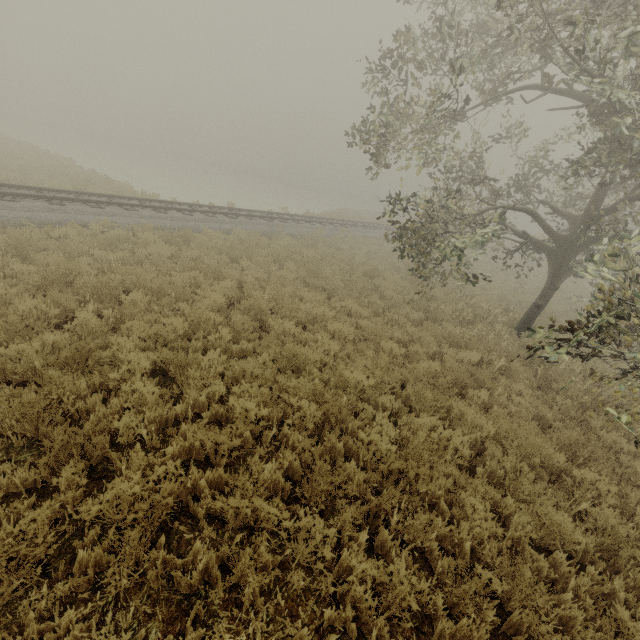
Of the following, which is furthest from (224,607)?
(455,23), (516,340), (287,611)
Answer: (455,23)
